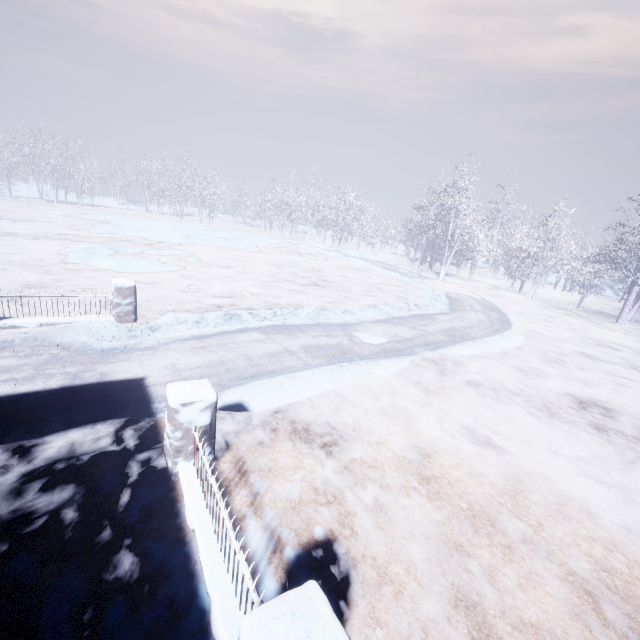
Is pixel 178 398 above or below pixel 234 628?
above

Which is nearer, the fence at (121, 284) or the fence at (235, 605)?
the fence at (235, 605)

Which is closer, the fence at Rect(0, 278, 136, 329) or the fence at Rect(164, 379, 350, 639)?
the fence at Rect(164, 379, 350, 639)
